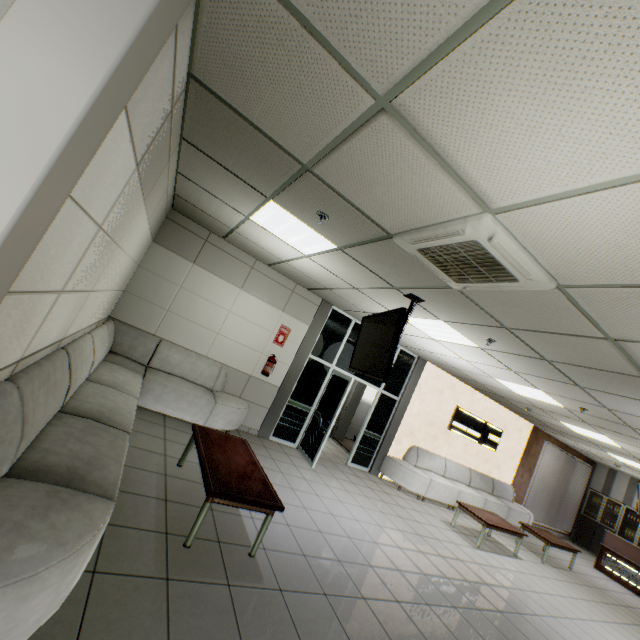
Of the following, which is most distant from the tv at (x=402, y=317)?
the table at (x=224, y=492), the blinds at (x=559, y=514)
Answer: the blinds at (x=559, y=514)

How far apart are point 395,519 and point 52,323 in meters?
6.0

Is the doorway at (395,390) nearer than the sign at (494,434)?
Yes

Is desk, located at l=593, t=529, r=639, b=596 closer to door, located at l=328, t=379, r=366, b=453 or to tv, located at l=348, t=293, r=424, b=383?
door, located at l=328, t=379, r=366, b=453

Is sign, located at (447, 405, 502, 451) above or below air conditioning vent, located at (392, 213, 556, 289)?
below

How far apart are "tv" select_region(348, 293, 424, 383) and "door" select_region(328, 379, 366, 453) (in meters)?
4.77

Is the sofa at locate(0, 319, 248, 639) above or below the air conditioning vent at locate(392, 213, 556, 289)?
below

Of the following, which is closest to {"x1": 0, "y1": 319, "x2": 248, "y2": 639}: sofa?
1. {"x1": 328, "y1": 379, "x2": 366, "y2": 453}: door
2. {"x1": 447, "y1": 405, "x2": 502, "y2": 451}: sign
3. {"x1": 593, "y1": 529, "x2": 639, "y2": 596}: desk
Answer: {"x1": 328, "y1": 379, "x2": 366, "y2": 453}: door
